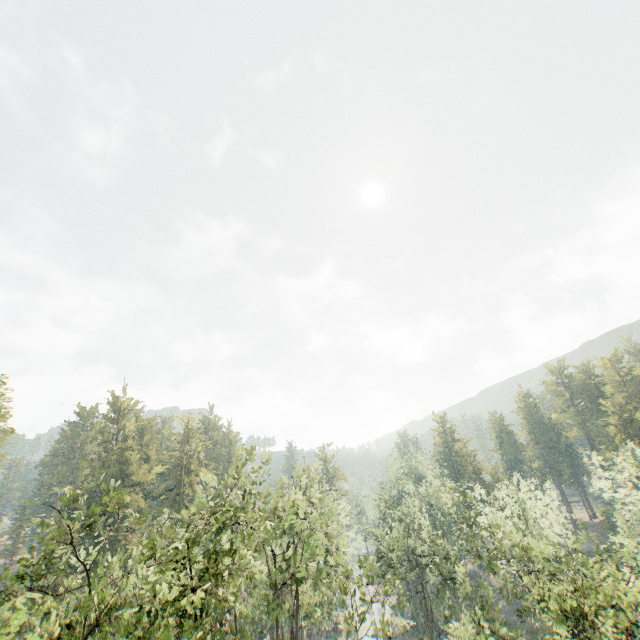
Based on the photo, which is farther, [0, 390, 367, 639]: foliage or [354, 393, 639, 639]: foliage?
[354, 393, 639, 639]: foliage

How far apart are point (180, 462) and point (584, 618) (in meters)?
52.38

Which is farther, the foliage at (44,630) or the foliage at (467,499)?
the foliage at (467,499)
